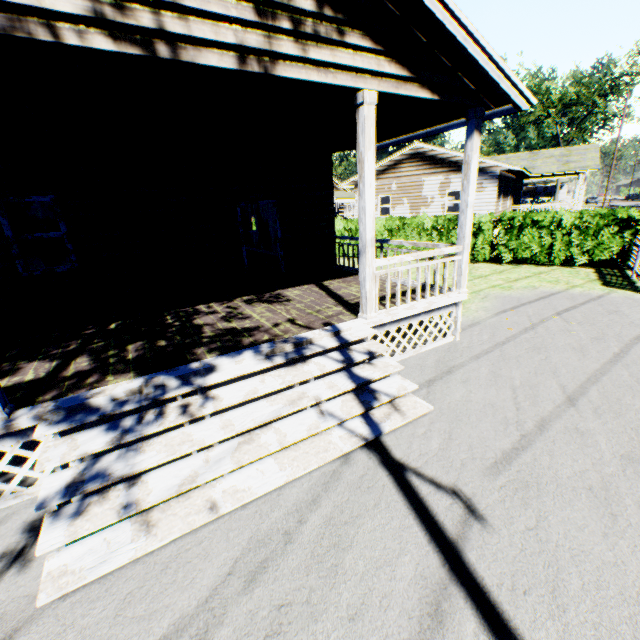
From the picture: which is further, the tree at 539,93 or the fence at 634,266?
the tree at 539,93

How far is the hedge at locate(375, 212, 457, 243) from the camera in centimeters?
1534cm

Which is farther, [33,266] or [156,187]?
[33,266]

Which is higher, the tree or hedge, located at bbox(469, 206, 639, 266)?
Answer: the tree

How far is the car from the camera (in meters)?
30.40

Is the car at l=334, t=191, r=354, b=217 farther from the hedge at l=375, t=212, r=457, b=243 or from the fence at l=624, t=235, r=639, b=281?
the fence at l=624, t=235, r=639, b=281

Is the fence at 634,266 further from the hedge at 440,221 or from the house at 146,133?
the house at 146,133

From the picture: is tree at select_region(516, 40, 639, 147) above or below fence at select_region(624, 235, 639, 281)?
above
